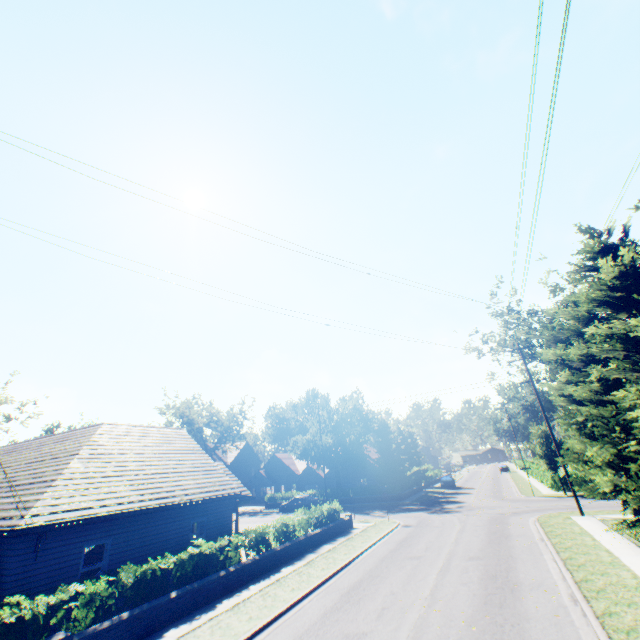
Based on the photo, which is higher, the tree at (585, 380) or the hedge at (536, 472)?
the tree at (585, 380)

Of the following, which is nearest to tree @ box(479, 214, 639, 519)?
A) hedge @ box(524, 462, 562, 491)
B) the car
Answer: the car

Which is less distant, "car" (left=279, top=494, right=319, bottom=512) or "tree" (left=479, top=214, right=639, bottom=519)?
"tree" (left=479, top=214, right=639, bottom=519)

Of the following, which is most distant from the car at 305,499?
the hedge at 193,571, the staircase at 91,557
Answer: the hedge at 193,571

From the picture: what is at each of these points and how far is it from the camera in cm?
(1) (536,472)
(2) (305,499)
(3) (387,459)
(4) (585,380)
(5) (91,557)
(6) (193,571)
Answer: (1) hedge, 4200
(2) car, 3838
(3) tree, 4231
(4) tree, 1540
(5) staircase, 1758
(6) hedge, 1242

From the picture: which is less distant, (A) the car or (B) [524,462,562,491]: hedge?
(B) [524,462,562,491]: hedge

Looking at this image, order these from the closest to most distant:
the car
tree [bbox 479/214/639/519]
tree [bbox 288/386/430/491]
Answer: tree [bbox 479/214/639/519] → the car → tree [bbox 288/386/430/491]

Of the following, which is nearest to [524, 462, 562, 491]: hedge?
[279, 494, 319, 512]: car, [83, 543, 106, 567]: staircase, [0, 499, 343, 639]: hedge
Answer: [279, 494, 319, 512]: car
